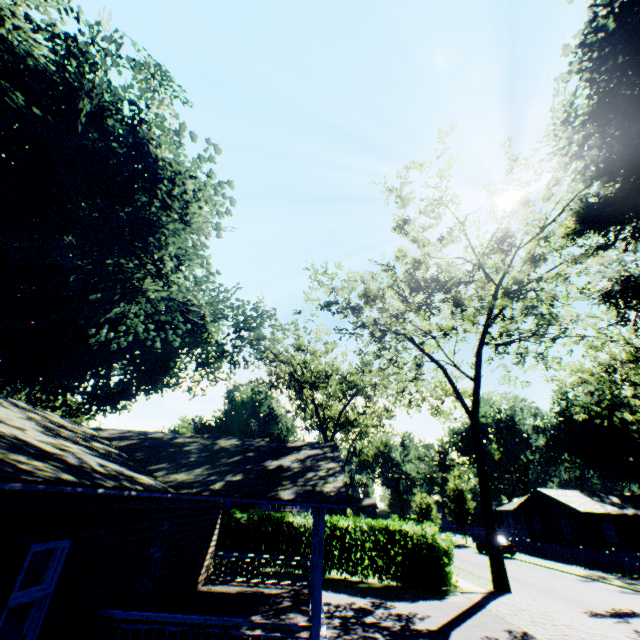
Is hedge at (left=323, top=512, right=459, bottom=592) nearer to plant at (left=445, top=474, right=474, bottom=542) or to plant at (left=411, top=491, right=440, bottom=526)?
plant at (left=411, top=491, right=440, bottom=526)

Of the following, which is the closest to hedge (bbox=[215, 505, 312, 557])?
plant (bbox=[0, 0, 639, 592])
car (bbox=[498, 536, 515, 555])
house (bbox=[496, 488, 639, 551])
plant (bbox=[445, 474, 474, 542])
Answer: plant (bbox=[0, 0, 639, 592])

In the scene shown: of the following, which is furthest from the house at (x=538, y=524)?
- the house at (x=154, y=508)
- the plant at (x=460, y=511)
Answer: the house at (x=154, y=508)

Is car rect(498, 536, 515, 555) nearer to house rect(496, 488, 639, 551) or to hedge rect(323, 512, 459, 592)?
house rect(496, 488, 639, 551)

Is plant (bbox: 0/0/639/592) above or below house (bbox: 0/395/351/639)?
above

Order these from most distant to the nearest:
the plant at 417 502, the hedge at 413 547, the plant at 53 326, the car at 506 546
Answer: the car at 506 546, the plant at 417 502, the hedge at 413 547, the plant at 53 326

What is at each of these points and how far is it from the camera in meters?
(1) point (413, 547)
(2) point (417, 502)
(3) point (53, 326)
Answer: (1) hedge, 17.2
(2) plant, 29.5
(3) plant, 16.2

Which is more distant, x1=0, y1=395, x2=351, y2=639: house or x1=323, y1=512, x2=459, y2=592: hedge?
x1=323, y1=512, x2=459, y2=592: hedge
